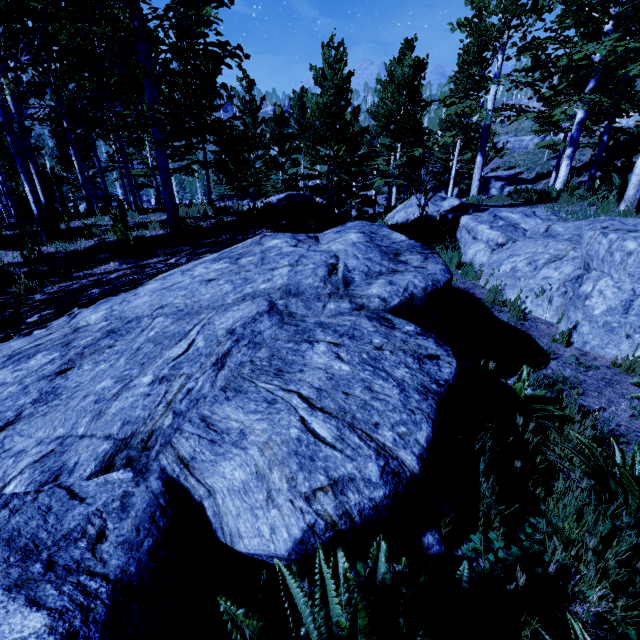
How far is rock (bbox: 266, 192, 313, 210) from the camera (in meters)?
11.34

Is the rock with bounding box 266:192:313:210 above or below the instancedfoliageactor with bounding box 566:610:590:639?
above

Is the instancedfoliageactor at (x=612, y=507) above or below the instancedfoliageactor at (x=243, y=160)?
below

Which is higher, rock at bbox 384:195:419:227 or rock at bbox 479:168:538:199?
rock at bbox 479:168:538:199

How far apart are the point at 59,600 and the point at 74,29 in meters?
7.4

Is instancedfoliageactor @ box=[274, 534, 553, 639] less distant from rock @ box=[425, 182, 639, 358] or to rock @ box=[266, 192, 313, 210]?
rock @ box=[425, 182, 639, 358]

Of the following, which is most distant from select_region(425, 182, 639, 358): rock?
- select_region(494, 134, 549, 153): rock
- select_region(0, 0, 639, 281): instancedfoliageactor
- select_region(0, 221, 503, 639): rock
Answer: select_region(494, 134, 549, 153): rock

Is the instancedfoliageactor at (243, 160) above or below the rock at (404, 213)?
above
